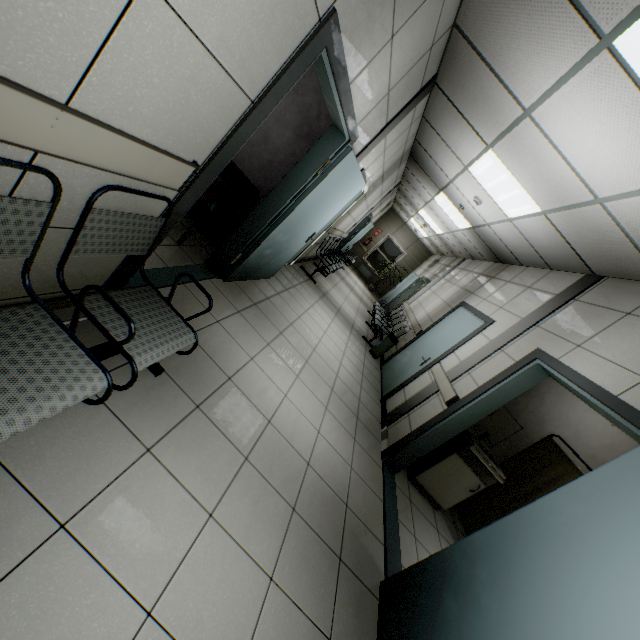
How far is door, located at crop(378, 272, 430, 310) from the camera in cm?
1217

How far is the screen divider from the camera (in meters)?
3.73

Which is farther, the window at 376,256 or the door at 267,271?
the window at 376,256

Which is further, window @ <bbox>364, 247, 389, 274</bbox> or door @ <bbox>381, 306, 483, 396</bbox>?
window @ <bbox>364, 247, 389, 274</bbox>

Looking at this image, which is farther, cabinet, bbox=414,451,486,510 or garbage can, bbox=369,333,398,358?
garbage can, bbox=369,333,398,358

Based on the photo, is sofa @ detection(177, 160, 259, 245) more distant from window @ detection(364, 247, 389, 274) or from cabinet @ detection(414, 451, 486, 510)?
window @ detection(364, 247, 389, 274)

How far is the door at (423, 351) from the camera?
5.31m

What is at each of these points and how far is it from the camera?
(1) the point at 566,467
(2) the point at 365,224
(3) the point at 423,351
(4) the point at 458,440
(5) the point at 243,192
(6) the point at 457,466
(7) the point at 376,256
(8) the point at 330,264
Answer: (1) screen divider, 3.7m
(2) door, 12.1m
(3) door, 5.9m
(4) sink, 4.0m
(5) sofa, 3.6m
(6) cabinet, 3.9m
(7) window, 16.0m
(8) chair, 7.4m
